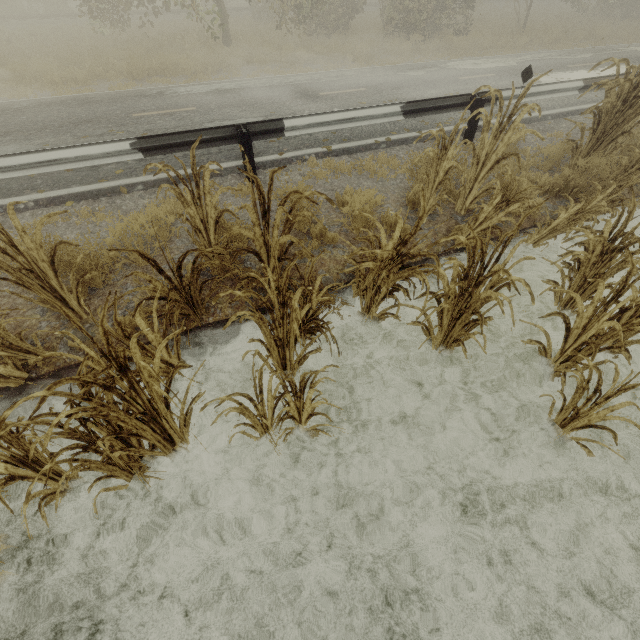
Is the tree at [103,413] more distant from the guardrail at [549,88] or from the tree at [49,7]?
the tree at [49,7]

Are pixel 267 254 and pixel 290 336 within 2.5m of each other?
yes

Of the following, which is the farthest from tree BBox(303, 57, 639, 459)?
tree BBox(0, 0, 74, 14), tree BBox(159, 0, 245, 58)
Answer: tree BBox(0, 0, 74, 14)

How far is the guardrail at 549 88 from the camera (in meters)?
7.34

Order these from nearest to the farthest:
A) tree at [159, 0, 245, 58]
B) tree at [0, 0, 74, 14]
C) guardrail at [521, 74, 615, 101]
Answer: guardrail at [521, 74, 615, 101] → tree at [159, 0, 245, 58] → tree at [0, 0, 74, 14]

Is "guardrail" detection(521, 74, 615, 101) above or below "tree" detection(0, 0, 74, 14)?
below

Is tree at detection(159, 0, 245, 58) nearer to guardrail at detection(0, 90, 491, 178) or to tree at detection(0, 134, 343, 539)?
guardrail at detection(0, 90, 491, 178)

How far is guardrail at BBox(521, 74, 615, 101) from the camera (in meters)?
7.34
